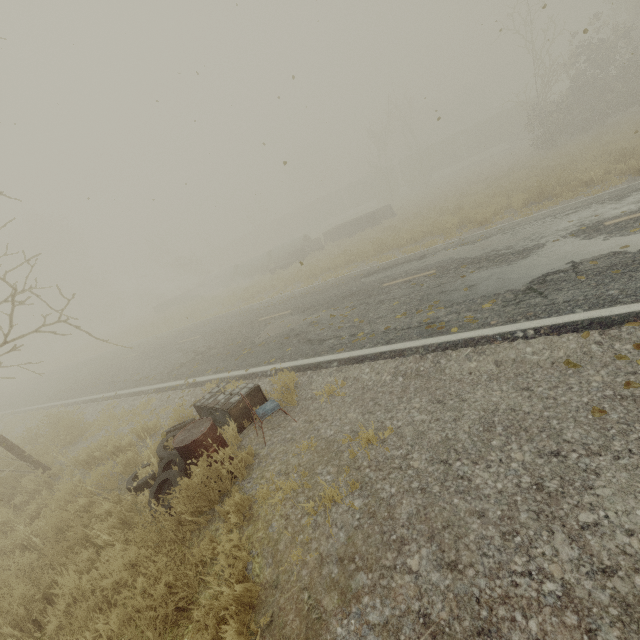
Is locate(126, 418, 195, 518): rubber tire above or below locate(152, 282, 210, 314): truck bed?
below

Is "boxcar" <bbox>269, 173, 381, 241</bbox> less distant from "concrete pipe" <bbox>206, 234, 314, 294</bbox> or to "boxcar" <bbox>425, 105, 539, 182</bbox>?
"boxcar" <bbox>425, 105, 539, 182</bbox>

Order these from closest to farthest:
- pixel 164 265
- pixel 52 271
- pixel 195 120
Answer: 1. pixel 195 120
2. pixel 52 271
3. pixel 164 265

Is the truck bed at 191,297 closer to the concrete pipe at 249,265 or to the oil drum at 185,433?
the concrete pipe at 249,265

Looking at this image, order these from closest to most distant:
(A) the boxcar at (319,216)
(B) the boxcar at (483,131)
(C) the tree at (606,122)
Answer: (C) the tree at (606,122) → (B) the boxcar at (483,131) → (A) the boxcar at (319,216)

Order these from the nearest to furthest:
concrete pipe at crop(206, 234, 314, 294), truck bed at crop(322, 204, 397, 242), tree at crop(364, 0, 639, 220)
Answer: tree at crop(364, 0, 639, 220)
truck bed at crop(322, 204, 397, 242)
concrete pipe at crop(206, 234, 314, 294)

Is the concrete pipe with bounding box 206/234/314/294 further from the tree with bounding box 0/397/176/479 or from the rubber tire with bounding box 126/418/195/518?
the rubber tire with bounding box 126/418/195/518

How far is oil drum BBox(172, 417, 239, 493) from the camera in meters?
4.1 m
